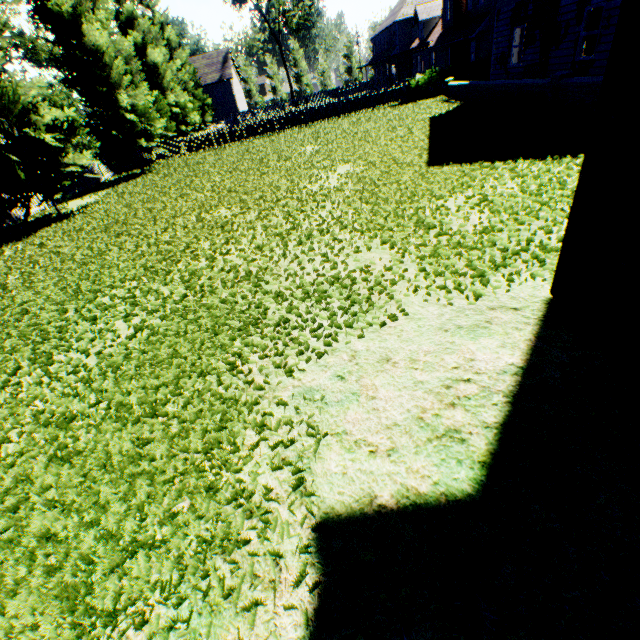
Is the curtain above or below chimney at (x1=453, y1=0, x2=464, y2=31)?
below

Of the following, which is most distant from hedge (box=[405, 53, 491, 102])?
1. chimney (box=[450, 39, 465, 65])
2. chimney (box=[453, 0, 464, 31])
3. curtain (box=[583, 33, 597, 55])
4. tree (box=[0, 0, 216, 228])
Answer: tree (box=[0, 0, 216, 228])

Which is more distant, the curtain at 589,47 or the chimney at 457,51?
the chimney at 457,51

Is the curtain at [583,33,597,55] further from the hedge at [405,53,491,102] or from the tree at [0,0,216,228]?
the tree at [0,0,216,228]

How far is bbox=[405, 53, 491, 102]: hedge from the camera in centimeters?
2183cm

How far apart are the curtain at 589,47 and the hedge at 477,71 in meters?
10.9

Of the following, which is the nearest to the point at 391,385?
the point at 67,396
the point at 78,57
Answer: the point at 67,396

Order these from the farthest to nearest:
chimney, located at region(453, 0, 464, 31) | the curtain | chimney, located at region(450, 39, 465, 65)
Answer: chimney, located at region(450, 39, 465, 65) < chimney, located at region(453, 0, 464, 31) < the curtain
